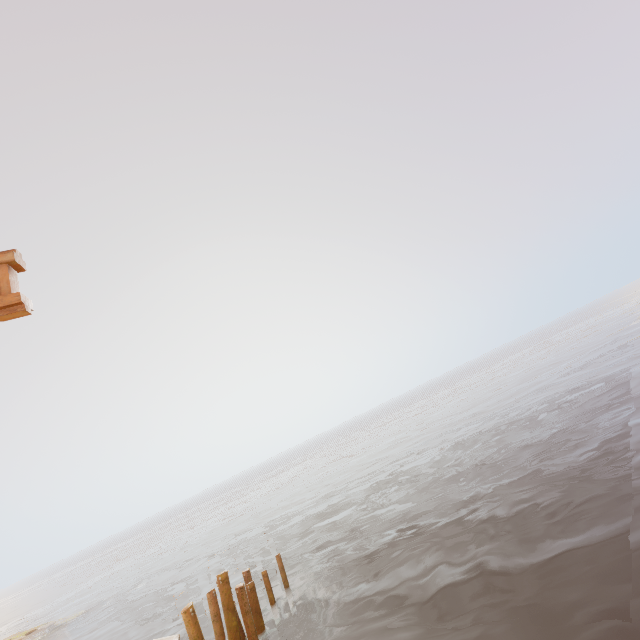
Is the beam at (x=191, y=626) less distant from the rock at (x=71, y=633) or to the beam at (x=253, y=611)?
the beam at (x=253, y=611)

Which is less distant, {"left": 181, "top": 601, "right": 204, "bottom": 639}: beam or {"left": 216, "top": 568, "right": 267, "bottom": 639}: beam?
{"left": 181, "top": 601, "right": 204, "bottom": 639}: beam

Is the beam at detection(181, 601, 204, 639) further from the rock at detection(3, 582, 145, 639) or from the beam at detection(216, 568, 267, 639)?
the rock at detection(3, 582, 145, 639)

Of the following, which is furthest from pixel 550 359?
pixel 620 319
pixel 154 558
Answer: pixel 154 558

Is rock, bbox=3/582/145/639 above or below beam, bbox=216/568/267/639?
below

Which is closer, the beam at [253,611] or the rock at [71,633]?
the beam at [253,611]

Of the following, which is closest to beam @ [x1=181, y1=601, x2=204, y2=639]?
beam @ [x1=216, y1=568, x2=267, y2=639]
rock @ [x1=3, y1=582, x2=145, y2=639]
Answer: beam @ [x1=216, y1=568, x2=267, y2=639]
